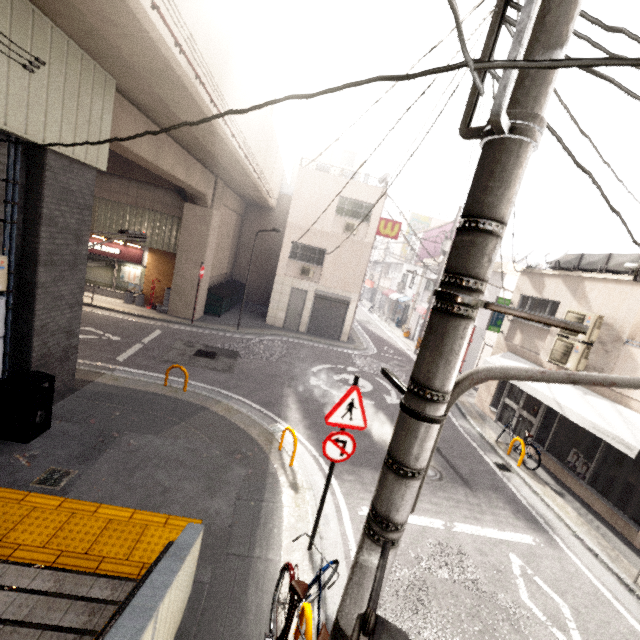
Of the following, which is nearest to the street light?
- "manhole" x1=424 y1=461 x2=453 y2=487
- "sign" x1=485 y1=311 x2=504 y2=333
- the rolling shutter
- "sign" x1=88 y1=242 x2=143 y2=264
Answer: "manhole" x1=424 y1=461 x2=453 y2=487

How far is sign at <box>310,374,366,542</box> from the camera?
4.57m

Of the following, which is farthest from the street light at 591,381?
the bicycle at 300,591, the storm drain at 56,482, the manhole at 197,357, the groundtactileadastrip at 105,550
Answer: the manhole at 197,357

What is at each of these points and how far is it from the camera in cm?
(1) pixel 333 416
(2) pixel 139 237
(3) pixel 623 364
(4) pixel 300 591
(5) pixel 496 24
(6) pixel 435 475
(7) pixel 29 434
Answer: (1) sign, 459
(2) traffic light, 971
(3) balcony, 827
(4) bicycle, 354
(5) utility pole, 158
(6) manhole, 818
(7) trash can, 585

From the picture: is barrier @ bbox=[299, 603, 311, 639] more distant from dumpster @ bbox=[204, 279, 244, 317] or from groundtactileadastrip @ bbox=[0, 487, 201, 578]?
dumpster @ bbox=[204, 279, 244, 317]

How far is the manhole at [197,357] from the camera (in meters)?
11.16

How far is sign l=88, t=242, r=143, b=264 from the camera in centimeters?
1609cm

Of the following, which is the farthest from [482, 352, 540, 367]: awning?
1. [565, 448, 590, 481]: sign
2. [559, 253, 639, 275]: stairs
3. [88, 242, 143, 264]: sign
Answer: [88, 242, 143, 264]: sign
